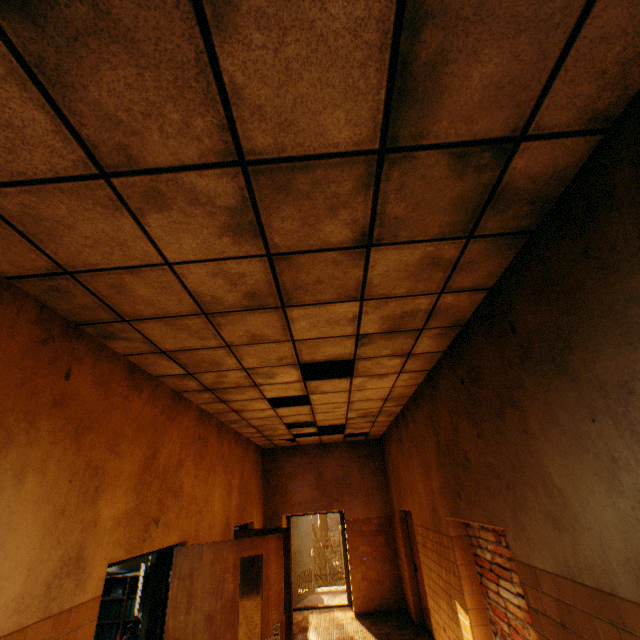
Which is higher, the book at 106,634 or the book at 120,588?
the book at 120,588

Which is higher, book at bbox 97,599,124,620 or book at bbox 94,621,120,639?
book at bbox 97,599,124,620

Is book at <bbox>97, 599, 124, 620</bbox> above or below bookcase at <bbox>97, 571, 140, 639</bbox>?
below

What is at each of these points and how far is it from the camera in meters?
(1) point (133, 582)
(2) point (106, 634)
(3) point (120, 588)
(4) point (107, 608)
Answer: (1) bookcase, 4.7 m
(2) book, 4.4 m
(3) book, 4.6 m
(4) book, 4.5 m

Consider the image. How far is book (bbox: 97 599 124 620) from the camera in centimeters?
447cm
